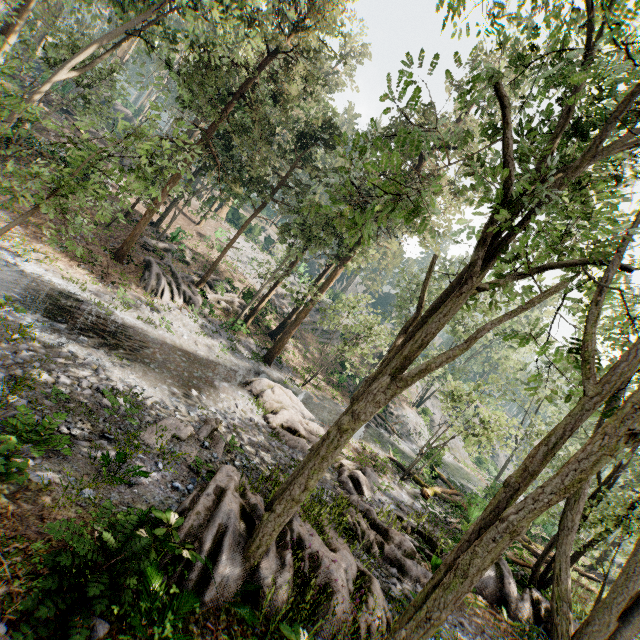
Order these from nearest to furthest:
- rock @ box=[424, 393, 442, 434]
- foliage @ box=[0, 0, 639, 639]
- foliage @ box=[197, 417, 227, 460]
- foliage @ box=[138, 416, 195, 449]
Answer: foliage @ box=[0, 0, 639, 639] → foliage @ box=[138, 416, 195, 449] → foliage @ box=[197, 417, 227, 460] → rock @ box=[424, 393, 442, 434]

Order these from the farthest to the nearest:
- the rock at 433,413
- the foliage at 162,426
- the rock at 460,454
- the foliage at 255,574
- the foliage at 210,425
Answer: the rock at 460,454 → the rock at 433,413 → the foliage at 210,425 → the foliage at 162,426 → the foliage at 255,574

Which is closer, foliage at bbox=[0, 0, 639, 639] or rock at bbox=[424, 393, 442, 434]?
foliage at bbox=[0, 0, 639, 639]

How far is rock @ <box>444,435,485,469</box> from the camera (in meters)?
48.28

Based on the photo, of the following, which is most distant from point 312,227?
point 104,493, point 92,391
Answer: point 104,493

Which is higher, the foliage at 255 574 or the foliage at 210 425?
the foliage at 255 574

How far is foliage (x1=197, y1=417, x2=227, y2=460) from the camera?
11.6m
